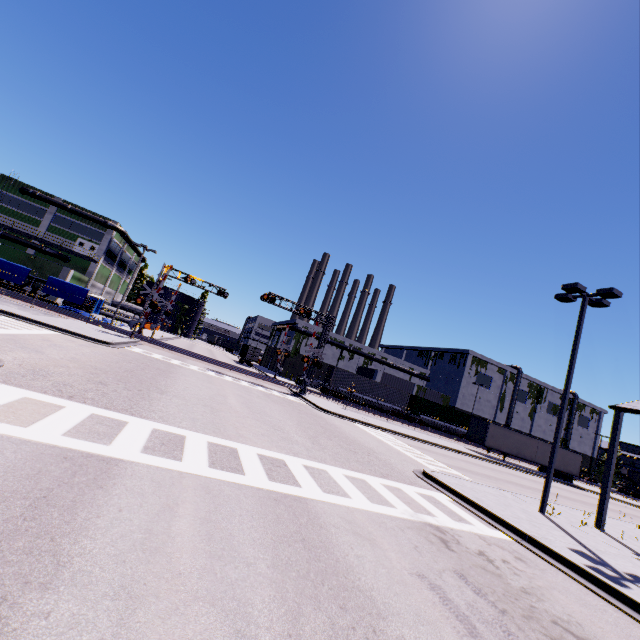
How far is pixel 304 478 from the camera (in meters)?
8.31

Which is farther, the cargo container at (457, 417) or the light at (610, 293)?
the cargo container at (457, 417)

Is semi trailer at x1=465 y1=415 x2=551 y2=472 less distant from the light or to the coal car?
the coal car

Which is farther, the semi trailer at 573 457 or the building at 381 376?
the building at 381 376

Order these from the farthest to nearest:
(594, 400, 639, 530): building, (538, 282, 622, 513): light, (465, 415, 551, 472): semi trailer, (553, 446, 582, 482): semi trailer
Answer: (553, 446, 582, 482): semi trailer → (465, 415, 551, 472): semi trailer → (594, 400, 639, 530): building → (538, 282, 622, 513): light

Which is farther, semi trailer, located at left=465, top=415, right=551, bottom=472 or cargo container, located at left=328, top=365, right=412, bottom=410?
cargo container, located at left=328, top=365, right=412, bottom=410

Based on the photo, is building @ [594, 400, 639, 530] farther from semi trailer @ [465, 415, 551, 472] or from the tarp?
the tarp

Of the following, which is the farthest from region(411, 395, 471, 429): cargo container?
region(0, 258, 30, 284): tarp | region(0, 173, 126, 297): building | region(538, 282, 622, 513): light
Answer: region(0, 258, 30, 284): tarp
